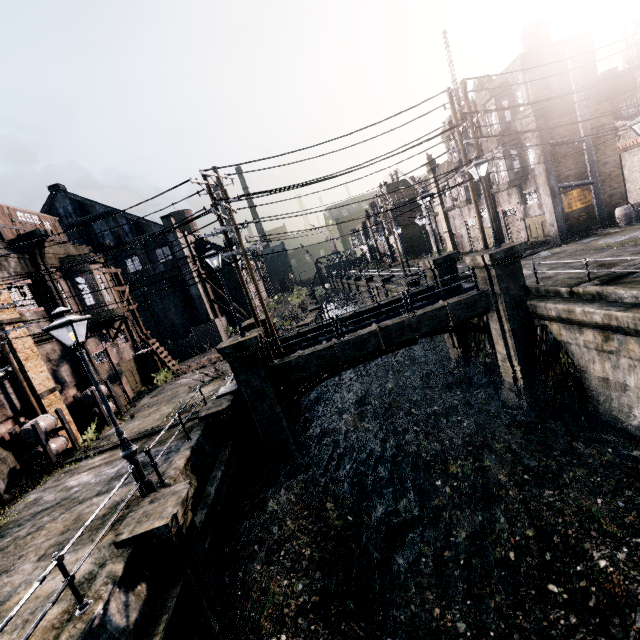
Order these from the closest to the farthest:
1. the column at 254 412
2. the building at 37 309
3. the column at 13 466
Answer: the column at 13 466, the column at 254 412, the building at 37 309

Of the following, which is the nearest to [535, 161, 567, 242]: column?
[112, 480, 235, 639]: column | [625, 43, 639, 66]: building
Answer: [625, 43, 639, 66]: building

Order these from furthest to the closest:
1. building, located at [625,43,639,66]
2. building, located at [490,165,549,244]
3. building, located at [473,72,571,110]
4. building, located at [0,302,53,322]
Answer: building, located at [625,43,639,66]
building, located at [490,165,549,244]
building, located at [473,72,571,110]
building, located at [0,302,53,322]

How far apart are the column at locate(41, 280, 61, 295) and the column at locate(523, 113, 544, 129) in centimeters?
3347cm

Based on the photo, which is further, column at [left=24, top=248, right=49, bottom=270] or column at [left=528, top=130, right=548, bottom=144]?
column at [left=528, top=130, right=548, bottom=144]

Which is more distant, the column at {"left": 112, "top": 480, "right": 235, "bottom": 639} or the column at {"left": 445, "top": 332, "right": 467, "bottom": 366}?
the column at {"left": 445, "top": 332, "right": 467, "bottom": 366}

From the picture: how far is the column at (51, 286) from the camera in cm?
1911

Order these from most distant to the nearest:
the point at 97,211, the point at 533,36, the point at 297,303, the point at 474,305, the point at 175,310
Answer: the point at 297,303, the point at 175,310, the point at 97,211, the point at 533,36, the point at 474,305
